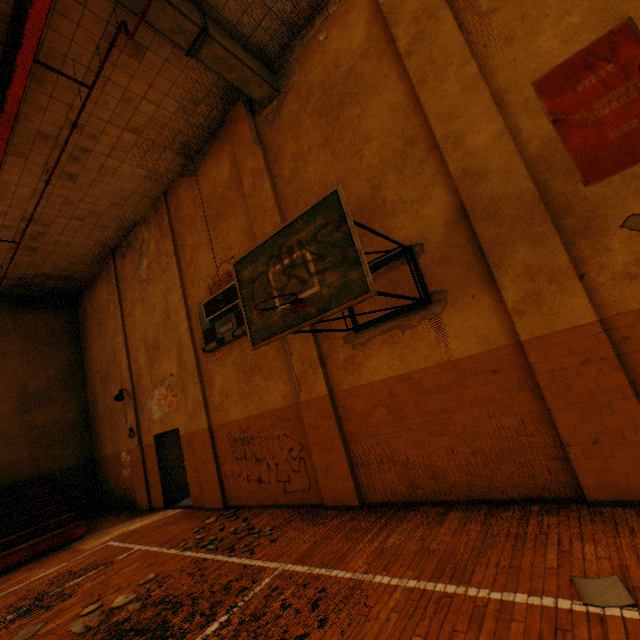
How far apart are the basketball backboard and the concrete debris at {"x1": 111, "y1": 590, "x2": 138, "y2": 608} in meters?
4.1

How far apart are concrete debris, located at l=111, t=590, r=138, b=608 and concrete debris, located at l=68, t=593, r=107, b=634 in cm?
8

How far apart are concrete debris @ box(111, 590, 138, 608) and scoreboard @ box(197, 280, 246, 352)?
4.6m

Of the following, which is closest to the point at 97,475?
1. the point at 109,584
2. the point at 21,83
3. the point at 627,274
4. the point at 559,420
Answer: the point at 109,584

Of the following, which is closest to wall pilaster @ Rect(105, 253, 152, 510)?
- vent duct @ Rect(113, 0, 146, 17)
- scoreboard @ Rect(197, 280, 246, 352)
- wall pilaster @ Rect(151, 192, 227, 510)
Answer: wall pilaster @ Rect(151, 192, 227, 510)

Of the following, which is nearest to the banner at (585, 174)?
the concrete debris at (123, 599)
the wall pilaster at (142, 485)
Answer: the concrete debris at (123, 599)

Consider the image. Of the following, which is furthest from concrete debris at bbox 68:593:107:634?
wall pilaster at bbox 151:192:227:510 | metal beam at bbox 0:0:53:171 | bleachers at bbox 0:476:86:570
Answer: metal beam at bbox 0:0:53:171

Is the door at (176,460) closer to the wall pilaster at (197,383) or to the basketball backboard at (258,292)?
the wall pilaster at (197,383)
